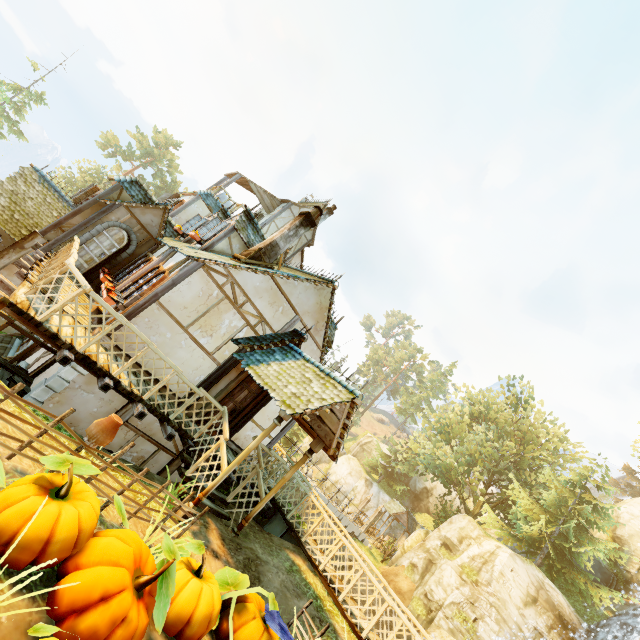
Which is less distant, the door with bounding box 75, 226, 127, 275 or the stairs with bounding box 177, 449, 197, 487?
the stairs with bounding box 177, 449, 197, 487

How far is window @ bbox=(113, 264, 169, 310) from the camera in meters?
8.6

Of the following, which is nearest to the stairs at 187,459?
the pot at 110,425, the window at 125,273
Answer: the pot at 110,425

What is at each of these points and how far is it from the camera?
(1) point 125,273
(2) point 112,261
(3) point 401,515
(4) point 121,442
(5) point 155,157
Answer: Answer:
(1) window, 11.2m
(2) doorway, 11.9m
(3) building, 34.4m
(4) building, 9.3m
(5) tree, 50.7m

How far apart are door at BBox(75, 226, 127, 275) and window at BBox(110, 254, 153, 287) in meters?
0.5

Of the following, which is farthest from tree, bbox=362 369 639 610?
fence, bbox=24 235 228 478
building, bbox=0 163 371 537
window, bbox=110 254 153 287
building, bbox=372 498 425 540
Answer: window, bbox=110 254 153 287

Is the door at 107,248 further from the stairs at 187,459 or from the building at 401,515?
the building at 401,515

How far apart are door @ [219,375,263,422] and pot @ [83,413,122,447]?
5.3m
